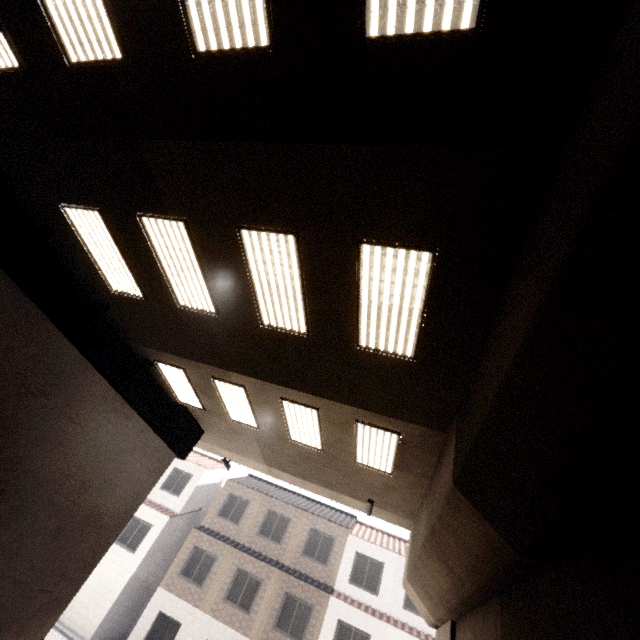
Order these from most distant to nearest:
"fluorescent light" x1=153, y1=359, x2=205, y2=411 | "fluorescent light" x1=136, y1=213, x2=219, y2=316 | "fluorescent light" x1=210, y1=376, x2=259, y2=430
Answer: "fluorescent light" x1=153, y1=359, x2=205, y2=411, "fluorescent light" x1=210, y1=376, x2=259, y2=430, "fluorescent light" x1=136, y1=213, x2=219, y2=316

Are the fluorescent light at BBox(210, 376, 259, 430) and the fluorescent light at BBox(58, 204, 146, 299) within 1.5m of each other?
no

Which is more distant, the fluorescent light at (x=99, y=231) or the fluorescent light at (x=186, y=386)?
the fluorescent light at (x=186, y=386)

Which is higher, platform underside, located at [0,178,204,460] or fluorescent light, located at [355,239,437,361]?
fluorescent light, located at [355,239,437,361]

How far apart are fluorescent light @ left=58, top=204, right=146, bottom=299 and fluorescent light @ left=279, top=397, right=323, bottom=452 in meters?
3.7

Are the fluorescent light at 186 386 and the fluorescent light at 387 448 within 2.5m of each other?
no

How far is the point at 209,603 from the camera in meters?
17.0

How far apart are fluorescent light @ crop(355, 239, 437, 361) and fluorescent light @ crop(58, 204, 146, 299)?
4.7m
